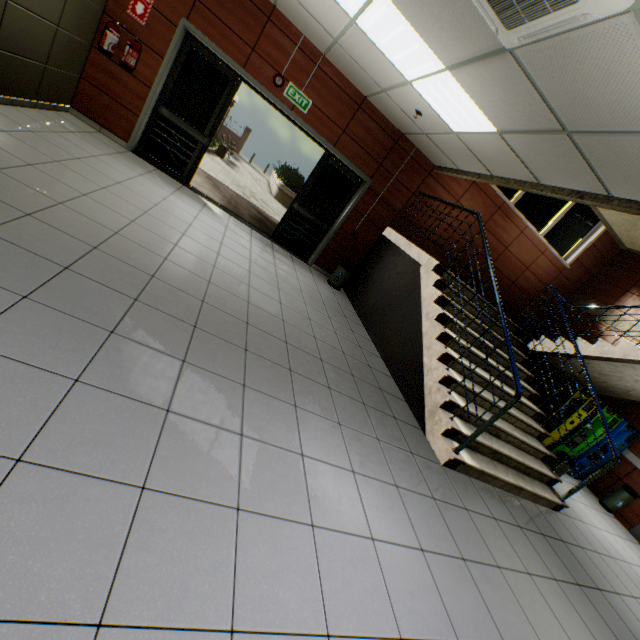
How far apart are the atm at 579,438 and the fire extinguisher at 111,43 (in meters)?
10.11

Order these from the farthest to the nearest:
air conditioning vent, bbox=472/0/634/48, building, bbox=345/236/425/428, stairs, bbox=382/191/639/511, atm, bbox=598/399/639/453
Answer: atm, bbox=598/399/639/453 → building, bbox=345/236/425/428 → stairs, bbox=382/191/639/511 → air conditioning vent, bbox=472/0/634/48

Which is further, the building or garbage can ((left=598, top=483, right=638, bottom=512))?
garbage can ((left=598, top=483, right=638, bottom=512))

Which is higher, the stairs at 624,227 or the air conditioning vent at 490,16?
the stairs at 624,227

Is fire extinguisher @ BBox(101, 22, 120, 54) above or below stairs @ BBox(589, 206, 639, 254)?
below

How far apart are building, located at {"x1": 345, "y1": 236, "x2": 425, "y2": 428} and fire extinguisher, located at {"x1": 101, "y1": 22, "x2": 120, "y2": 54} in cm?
576

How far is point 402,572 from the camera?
2.1 meters

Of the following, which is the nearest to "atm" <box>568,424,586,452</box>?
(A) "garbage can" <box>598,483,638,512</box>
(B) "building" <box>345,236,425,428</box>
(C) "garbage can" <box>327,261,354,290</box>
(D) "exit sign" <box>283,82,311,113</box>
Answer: (A) "garbage can" <box>598,483,638,512</box>
